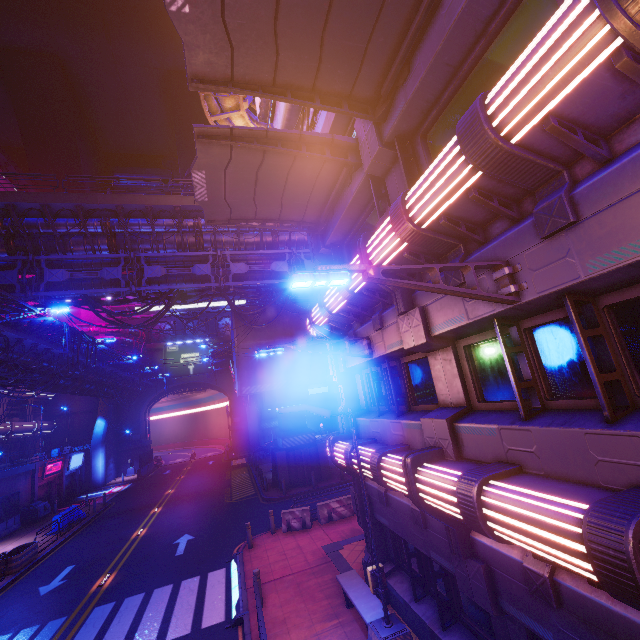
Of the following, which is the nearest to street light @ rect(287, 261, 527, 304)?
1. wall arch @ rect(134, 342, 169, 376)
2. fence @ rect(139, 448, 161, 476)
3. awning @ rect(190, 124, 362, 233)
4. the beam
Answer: awning @ rect(190, 124, 362, 233)

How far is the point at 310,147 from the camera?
8.48m

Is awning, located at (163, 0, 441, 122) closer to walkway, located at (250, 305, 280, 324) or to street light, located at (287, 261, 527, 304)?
street light, located at (287, 261, 527, 304)

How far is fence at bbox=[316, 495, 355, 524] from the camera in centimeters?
1641cm

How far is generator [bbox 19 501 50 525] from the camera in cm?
2627

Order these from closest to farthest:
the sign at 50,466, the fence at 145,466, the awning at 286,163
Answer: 1. the awning at 286,163
2. the sign at 50,466
3. the fence at 145,466

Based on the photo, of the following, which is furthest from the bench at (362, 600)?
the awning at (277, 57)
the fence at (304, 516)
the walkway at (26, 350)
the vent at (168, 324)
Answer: the vent at (168, 324)

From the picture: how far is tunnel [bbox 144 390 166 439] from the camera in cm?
5005
